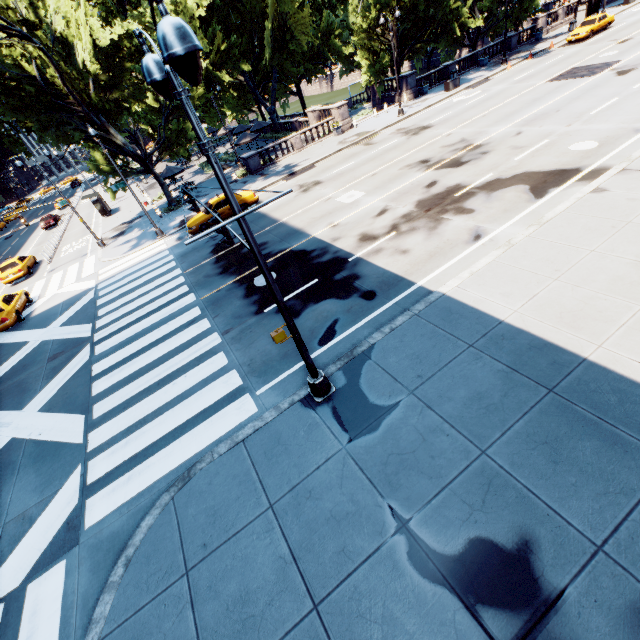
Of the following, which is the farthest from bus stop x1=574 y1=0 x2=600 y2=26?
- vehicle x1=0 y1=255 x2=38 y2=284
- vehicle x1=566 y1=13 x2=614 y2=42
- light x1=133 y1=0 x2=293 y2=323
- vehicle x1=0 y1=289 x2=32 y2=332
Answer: vehicle x1=0 y1=255 x2=38 y2=284

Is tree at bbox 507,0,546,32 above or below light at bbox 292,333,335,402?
above

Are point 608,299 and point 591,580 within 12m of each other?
yes

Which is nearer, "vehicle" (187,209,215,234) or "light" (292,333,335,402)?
"light" (292,333,335,402)

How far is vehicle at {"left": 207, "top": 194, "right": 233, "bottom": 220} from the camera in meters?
21.2

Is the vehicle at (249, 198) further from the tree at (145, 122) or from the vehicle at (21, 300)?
the vehicle at (21, 300)

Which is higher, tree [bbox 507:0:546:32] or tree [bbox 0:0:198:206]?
tree [bbox 0:0:198:206]

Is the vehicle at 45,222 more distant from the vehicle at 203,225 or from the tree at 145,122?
the vehicle at 203,225
